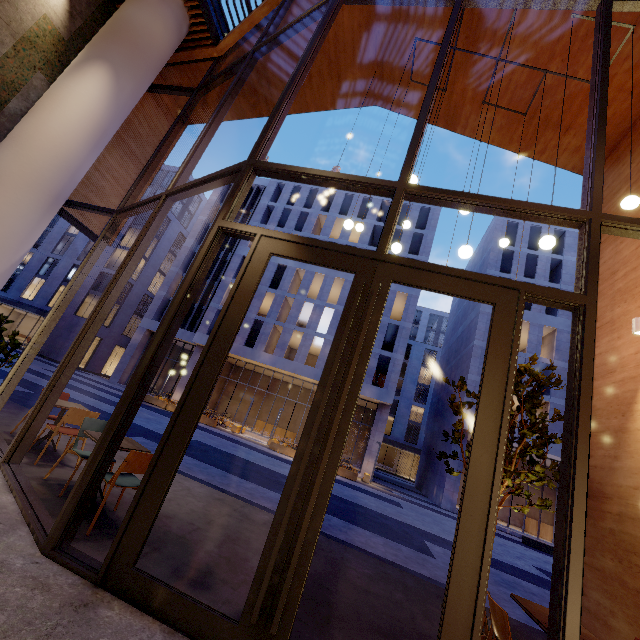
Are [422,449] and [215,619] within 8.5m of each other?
no

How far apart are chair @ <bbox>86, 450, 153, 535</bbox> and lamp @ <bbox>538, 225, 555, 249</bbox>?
5.6 meters

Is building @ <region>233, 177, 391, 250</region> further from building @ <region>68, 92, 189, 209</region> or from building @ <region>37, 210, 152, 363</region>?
building @ <region>68, 92, 189, 209</region>

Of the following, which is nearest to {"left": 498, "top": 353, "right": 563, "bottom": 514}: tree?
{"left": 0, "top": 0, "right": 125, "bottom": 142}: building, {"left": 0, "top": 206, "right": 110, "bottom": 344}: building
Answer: {"left": 0, "top": 0, "right": 125, "bottom": 142}: building

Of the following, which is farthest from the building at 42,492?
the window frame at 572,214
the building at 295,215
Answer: the building at 295,215

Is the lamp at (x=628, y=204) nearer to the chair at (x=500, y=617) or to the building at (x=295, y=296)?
the chair at (x=500, y=617)

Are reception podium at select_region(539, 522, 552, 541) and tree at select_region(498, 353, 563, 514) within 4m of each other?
no

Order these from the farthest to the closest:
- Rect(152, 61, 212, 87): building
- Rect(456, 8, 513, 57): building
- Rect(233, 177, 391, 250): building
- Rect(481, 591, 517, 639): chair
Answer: Rect(233, 177, 391, 250): building < Rect(152, 61, 212, 87): building < Rect(456, 8, 513, 57): building < Rect(481, 591, 517, 639): chair
